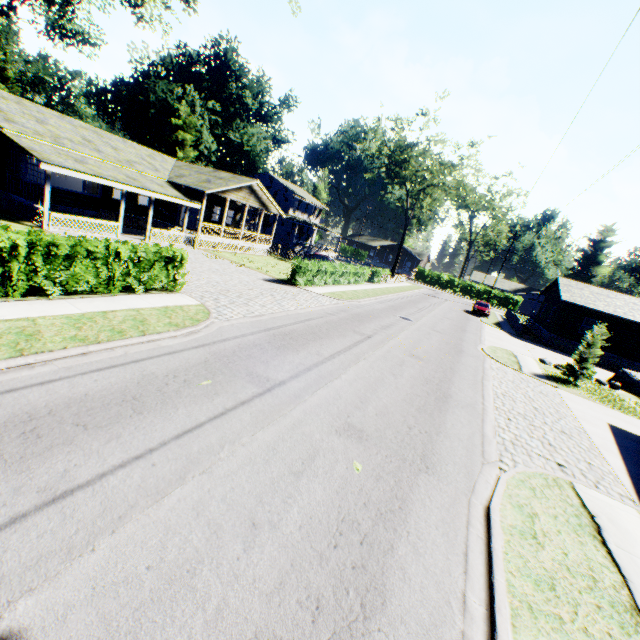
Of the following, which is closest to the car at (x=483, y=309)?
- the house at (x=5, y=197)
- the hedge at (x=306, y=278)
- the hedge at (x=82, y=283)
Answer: the hedge at (x=306, y=278)

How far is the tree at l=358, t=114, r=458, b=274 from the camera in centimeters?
4078cm

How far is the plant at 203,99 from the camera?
48.22m

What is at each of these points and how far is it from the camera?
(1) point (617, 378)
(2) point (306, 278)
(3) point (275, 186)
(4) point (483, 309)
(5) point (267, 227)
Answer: (1) rock, 21.27m
(2) hedge, 22.83m
(3) house, 48.94m
(4) car, 36.94m
(5) house, 45.22m

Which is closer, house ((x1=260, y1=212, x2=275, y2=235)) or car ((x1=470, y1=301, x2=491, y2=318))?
car ((x1=470, y1=301, x2=491, y2=318))

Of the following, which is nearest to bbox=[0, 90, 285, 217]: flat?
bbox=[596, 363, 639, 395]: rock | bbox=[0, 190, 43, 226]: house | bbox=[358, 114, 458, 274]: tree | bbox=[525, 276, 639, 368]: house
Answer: bbox=[0, 190, 43, 226]: house

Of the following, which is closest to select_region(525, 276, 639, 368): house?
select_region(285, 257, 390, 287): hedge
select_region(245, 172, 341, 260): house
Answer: select_region(285, 257, 390, 287): hedge

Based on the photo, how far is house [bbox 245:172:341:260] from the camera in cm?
4684
